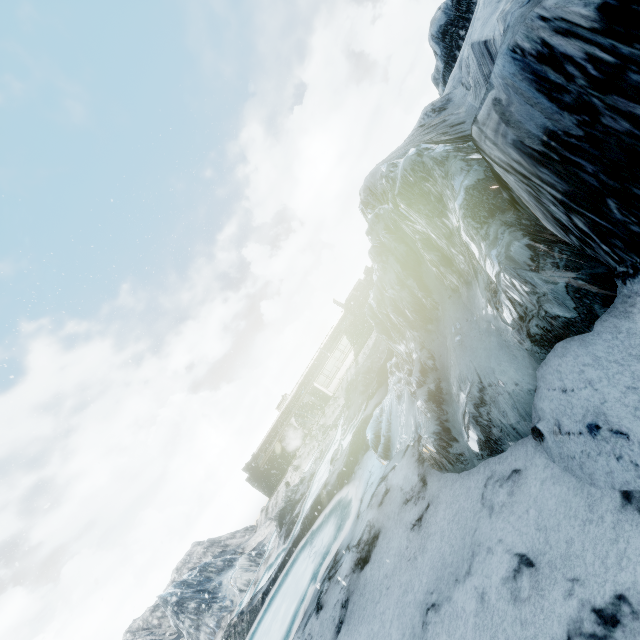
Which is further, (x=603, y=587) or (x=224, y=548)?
(x=224, y=548)
